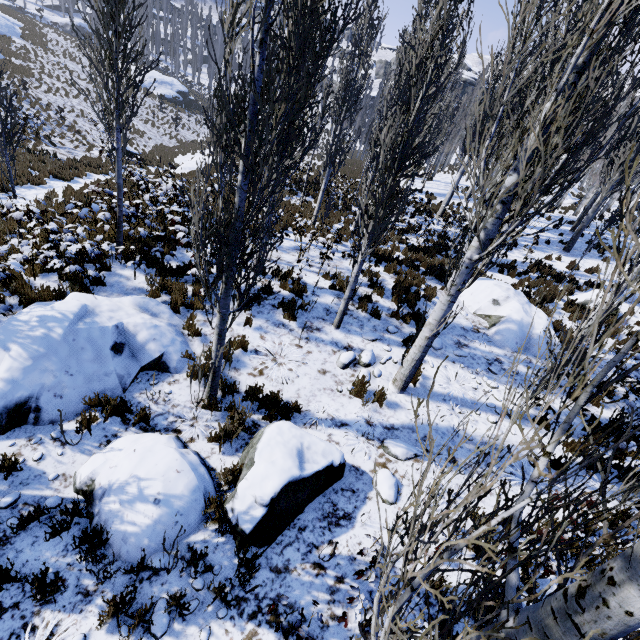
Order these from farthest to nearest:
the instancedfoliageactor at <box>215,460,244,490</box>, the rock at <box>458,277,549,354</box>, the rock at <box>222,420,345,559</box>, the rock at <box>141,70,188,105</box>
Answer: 1. the rock at <box>141,70,188,105</box>
2. the rock at <box>458,277,549,354</box>
3. the instancedfoliageactor at <box>215,460,244,490</box>
4. the rock at <box>222,420,345,559</box>

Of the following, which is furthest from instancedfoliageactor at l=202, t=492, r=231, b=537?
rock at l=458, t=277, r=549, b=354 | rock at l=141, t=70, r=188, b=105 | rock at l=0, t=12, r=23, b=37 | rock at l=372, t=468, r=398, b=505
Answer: rock at l=0, t=12, r=23, b=37

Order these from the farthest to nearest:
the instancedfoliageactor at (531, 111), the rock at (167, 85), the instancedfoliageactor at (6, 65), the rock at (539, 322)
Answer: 1. the rock at (167, 85)
2. the instancedfoliageactor at (6, 65)
3. the rock at (539, 322)
4. the instancedfoliageactor at (531, 111)

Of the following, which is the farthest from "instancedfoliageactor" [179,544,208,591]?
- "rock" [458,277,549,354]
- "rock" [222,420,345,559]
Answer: "rock" [222,420,345,559]

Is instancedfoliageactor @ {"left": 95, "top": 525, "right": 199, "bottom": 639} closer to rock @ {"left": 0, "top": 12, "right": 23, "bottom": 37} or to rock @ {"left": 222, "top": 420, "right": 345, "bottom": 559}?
rock @ {"left": 222, "top": 420, "right": 345, "bottom": 559}

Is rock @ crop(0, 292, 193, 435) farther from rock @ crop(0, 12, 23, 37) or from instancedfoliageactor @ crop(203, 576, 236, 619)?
rock @ crop(0, 12, 23, 37)

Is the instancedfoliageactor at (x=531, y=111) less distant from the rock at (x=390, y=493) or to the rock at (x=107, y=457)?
the rock at (x=107, y=457)

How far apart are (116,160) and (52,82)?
31.59m
